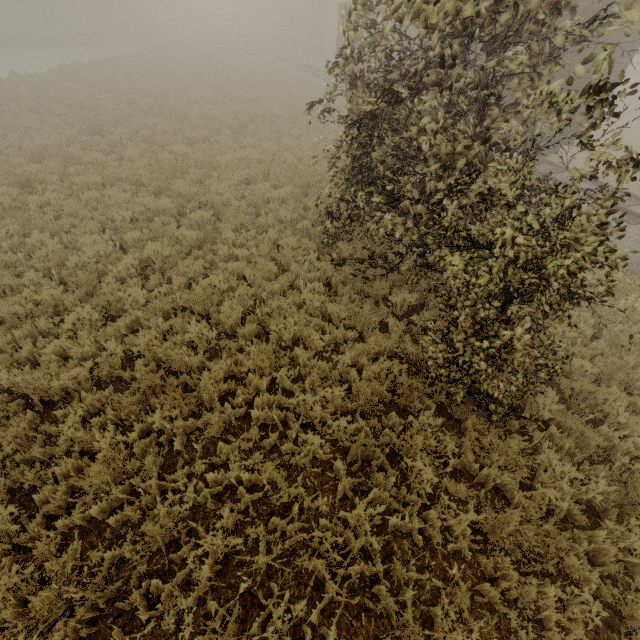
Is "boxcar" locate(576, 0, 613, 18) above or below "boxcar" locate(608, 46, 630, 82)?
above

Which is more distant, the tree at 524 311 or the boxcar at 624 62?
the boxcar at 624 62

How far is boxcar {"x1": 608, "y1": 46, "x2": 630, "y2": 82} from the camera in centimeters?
1078cm

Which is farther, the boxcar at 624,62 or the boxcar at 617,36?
the boxcar at 624,62

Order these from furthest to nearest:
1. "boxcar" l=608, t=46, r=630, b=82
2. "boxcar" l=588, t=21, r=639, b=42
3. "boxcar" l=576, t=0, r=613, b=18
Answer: "boxcar" l=608, t=46, r=630, b=82 < "boxcar" l=588, t=21, r=639, b=42 < "boxcar" l=576, t=0, r=613, b=18

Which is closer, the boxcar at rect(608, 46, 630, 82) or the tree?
the tree

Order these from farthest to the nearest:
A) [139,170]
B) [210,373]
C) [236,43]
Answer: [236,43]
[139,170]
[210,373]
